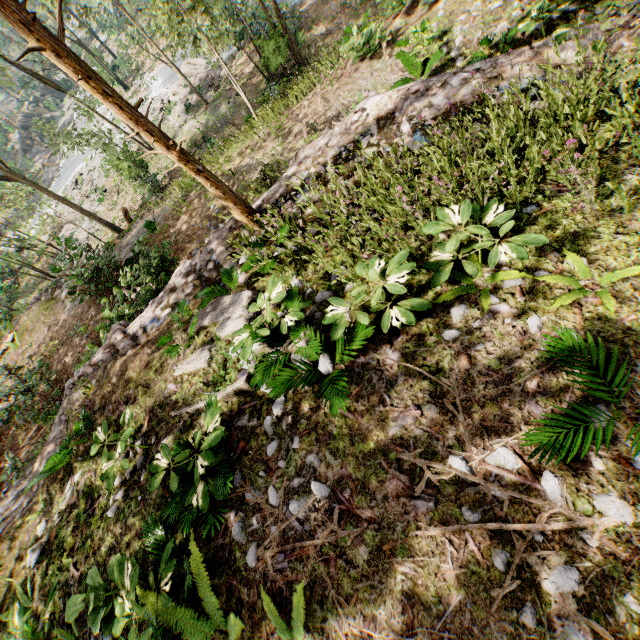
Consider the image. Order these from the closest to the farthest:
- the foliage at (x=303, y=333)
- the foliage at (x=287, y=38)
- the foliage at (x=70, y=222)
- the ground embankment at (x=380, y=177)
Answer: the foliage at (x=303, y=333)
the ground embankment at (x=380, y=177)
the foliage at (x=287, y=38)
the foliage at (x=70, y=222)

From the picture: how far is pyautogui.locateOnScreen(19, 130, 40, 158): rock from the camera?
48.5 meters

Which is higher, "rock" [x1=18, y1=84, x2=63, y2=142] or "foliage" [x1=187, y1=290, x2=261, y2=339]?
"foliage" [x1=187, y1=290, x2=261, y2=339]

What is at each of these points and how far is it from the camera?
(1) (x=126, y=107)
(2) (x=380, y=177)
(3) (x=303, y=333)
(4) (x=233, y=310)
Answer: (1) foliage, 4.7 meters
(2) ground embankment, 6.3 meters
(3) foliage, 4.7 meters
(4) foliage, 6.2 meters

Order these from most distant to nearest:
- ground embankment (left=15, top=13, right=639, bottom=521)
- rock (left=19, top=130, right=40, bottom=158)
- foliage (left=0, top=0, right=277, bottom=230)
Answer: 1. rock (left=19, top=130, right=40, bottom=158)
2. ground embankment (left=15, top=13, right=639, bottom=521)
3. foliage (left=0, top=0, right=277, bottom=230)

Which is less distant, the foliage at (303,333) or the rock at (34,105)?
the foliage at (303,333)

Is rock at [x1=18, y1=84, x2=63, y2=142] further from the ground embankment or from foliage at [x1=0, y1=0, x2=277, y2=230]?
the ground embankment

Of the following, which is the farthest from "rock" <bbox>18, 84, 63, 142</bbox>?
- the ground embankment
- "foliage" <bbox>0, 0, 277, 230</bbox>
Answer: the ground embankment
